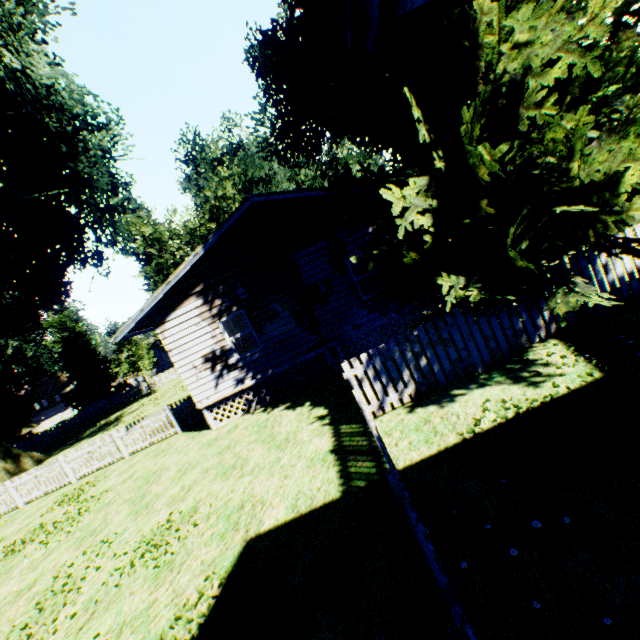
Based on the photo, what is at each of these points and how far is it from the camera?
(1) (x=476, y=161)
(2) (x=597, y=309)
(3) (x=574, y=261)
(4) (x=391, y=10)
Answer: (1) plant, 4.7 meters
(2) fence, 7.0 meters
(3) fence, 6.9 meters
(4) house, 1.5 meters

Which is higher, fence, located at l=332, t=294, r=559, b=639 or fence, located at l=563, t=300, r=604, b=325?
fence, located at l=332, t=294, r=559, b=639

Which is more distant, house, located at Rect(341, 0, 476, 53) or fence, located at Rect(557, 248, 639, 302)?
fence, located at Rect(557, 248, 639, 302)

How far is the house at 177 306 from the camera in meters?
11.0 m

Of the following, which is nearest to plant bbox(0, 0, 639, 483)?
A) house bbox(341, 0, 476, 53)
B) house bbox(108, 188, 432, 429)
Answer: house bbox(108, 188, 432, 429)

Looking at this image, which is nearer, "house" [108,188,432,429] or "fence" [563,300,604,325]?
"fence" [563,300,604,325]

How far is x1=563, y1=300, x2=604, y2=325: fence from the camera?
7.0m

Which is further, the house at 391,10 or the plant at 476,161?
the plant at 476,161
